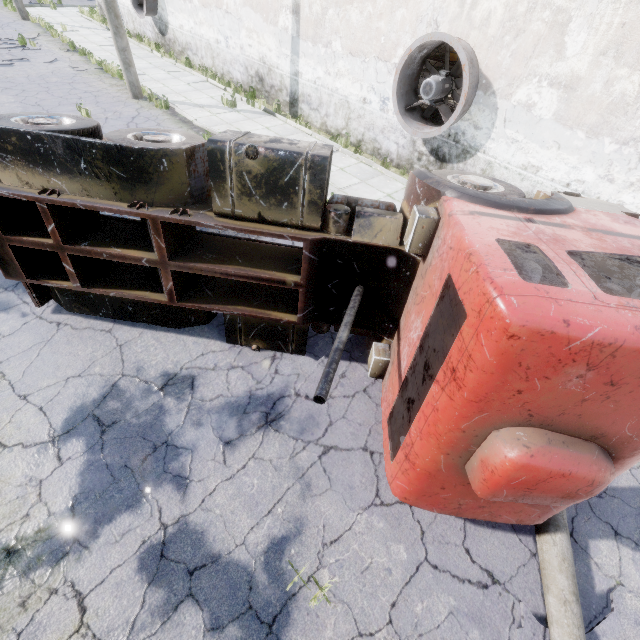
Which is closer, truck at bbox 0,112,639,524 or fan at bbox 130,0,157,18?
truck at bbox 0,112,639,524

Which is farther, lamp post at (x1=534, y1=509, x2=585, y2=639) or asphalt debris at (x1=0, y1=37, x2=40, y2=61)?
asphalt debris at (x1=0, y1=37, x2=40, y2=61)

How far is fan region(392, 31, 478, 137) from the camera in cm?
762

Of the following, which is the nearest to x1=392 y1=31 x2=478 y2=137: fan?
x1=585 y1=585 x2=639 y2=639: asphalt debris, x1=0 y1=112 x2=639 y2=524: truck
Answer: x1=0 y1=112 x2=639 y2=524: truck

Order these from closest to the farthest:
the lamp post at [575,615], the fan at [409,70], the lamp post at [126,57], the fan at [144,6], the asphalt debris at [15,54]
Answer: the lamp post at [575,615] < the fan at [409,70] < the lamp post at [126,57] < the asphalt debris at [15,54] < the fan at [144,6]

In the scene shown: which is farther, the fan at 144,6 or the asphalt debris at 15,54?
the fan at 144,6

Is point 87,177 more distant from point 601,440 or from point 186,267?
point 601,440

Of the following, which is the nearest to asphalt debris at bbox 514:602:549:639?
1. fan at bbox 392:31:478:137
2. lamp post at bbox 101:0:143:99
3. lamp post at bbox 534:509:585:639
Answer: lamp post at bbox 534:509:585:639
